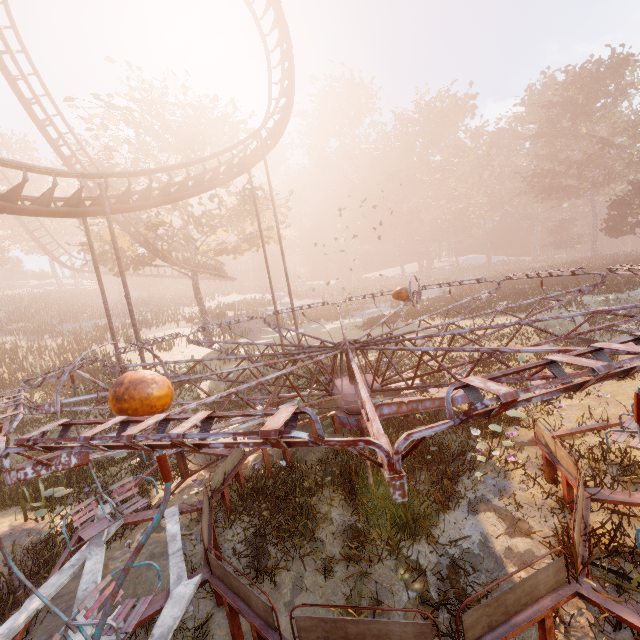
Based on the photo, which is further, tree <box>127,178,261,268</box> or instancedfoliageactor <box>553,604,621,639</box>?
tree <box>127,178,261,268</box>

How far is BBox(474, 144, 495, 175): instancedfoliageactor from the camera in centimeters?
5549cm

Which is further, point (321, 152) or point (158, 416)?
point (321, 152)

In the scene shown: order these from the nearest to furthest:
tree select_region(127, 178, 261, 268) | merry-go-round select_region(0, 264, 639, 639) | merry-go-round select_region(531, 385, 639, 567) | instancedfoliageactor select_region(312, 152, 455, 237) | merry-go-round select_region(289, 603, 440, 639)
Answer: merry-go-round select_region(0, 264, 639, 639), merry-go-round select_region(289, 603, 440, 639), merry-go-round select_region(531, 385, 639, 567), tree select_region(127, 178, 261, 268), instancedfoliageactor select_region(312, 152, 455, 237)

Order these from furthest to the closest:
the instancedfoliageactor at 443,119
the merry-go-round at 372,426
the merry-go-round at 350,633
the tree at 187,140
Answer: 1. the instancedfoliageactor at 443,119
2. the tree at 187,140
3. the merry-go-round at 350,633
4. the merry-go-round at 372,426

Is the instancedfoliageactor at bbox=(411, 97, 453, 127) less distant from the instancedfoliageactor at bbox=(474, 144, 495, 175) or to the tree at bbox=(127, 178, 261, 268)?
the instancedfoliageactor at bbox=(474, 144, 495, 175)

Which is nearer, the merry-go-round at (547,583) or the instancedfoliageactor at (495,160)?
the merry-go-round at (547,583)

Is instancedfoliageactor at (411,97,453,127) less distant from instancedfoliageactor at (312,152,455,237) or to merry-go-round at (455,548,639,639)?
instancedfoliageactor at (312,152,455,237)
